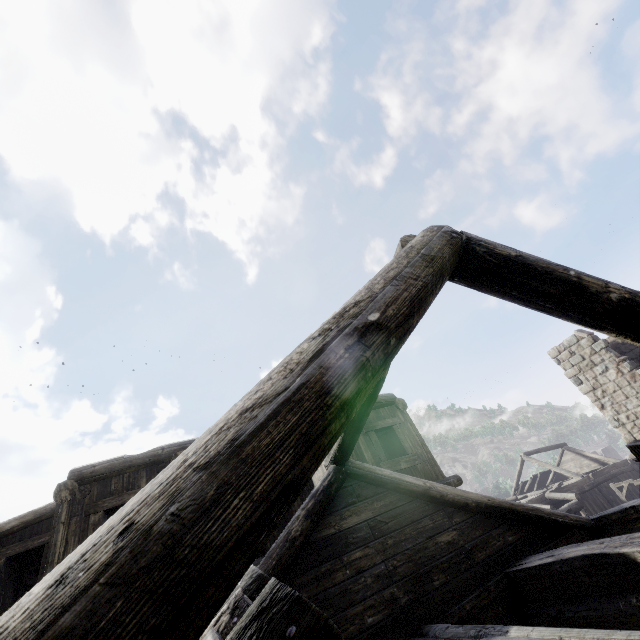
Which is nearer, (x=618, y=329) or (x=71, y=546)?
(x=618, y=329)
